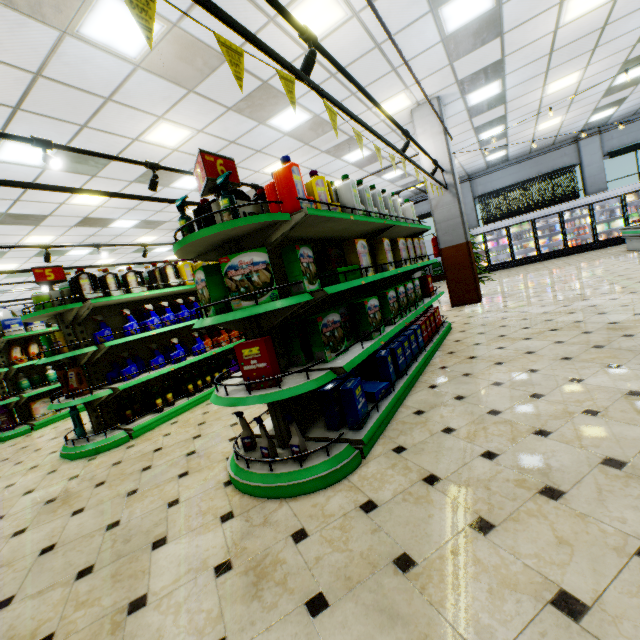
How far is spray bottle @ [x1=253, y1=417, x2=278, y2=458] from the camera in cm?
244

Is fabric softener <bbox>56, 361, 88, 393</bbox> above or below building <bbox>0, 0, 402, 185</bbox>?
below

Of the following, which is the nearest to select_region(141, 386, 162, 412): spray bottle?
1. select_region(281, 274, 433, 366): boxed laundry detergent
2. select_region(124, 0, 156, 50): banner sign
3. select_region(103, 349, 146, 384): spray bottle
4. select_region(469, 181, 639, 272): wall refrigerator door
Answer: select_region(103, 349, 146, 384): spray bottle

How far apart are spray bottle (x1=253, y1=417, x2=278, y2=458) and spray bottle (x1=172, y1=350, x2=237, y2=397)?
3.3m

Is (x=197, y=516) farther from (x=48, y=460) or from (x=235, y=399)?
(x=48, y=460)

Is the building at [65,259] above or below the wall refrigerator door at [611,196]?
above

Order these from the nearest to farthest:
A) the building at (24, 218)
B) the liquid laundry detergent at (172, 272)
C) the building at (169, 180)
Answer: the liquid laundry detergent at (172, 272) < the building at (169, 180) < the building at (24, 218)

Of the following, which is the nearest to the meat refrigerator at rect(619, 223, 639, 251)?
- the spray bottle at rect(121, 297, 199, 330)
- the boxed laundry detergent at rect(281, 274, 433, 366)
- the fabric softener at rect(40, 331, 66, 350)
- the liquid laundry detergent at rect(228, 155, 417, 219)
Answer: the boxed laundry detergent at rect(281, 274, 433, 366)
